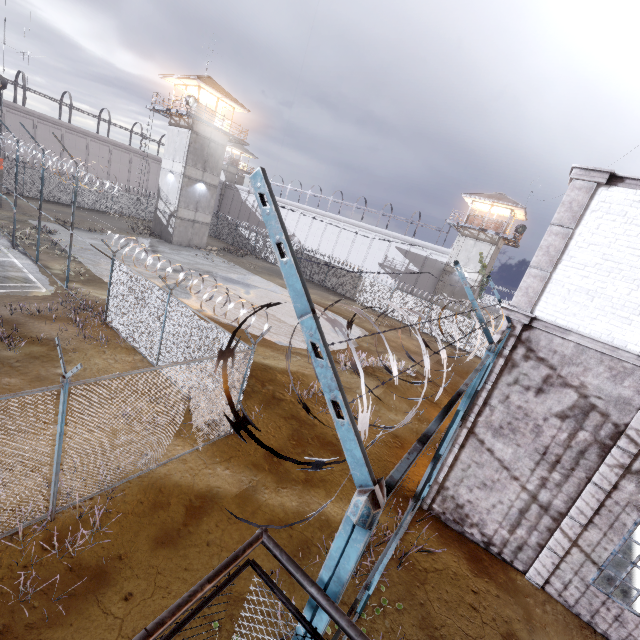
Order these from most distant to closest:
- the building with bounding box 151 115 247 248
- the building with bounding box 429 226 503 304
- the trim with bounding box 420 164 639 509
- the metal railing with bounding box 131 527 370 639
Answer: the building with bounding box 429 226 503 304 → the building with bounding box 151 115 247 248 → the trim with bounding box 420 164 639 509 → the metal railing with bounding box 131 527 370 639

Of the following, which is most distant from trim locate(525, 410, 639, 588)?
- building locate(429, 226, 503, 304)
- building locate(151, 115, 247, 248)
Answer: building locate(151, 115, 247, 248)

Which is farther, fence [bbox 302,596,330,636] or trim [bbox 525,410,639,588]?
trim [bbox 525,410,639,588]

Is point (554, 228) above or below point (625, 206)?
below

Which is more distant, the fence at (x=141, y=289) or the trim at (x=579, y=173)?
the trim at (x=579, y=173)

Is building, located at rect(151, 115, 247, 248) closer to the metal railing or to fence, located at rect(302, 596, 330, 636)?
fence, located at rect(302, 596, 330, 636)

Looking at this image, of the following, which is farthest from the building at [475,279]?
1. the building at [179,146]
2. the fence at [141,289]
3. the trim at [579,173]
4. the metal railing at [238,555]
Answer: the metal railing at [238,555]

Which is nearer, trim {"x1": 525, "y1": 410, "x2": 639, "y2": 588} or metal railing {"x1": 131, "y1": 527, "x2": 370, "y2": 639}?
metal railing {"x1": 131, "y1": 527, "x2": 370, "y2": 639}
